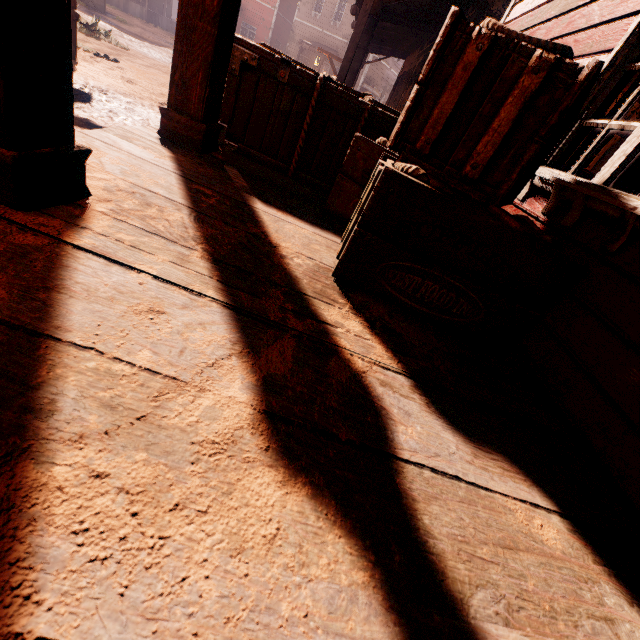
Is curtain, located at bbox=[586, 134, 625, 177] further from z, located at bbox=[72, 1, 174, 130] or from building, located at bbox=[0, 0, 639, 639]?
z, located at bbox=[72, 1, 174, 130]

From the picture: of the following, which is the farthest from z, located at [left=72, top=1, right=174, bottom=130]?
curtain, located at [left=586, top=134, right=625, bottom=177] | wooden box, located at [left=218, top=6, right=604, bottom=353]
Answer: curtain, located at [left=586, top=134, right=625, bottom=177]

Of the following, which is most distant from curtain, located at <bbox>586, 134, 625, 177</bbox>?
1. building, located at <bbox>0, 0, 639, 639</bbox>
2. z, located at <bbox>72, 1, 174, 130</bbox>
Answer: z, located at <bbox>72, 1, 174, 130</bbox>

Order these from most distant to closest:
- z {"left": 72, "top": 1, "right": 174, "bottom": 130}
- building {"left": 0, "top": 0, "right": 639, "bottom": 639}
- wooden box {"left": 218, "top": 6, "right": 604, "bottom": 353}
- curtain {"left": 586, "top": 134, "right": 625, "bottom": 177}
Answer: z {"left": 72, "top": 1, "right": 174, "bottom": 130} → curtain {"left": 586, "top": 134, "right": 625, "bottom": 177} → wooden box {"left": 218, "top": 6, "right": 604, "bottom": 353} → building {"left": 0, "top": 0, "right": 639, "bottom": 639}

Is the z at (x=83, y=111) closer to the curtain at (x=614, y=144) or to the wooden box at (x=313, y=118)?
the wooden box at (x=313, y=118)

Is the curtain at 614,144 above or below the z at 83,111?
above

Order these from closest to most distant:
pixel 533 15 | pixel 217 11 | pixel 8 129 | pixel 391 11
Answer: pixel 8 129 < pixel 217 11 < pixel 533 15 < pixel 391 11

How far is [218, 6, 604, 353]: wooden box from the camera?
1.4m
